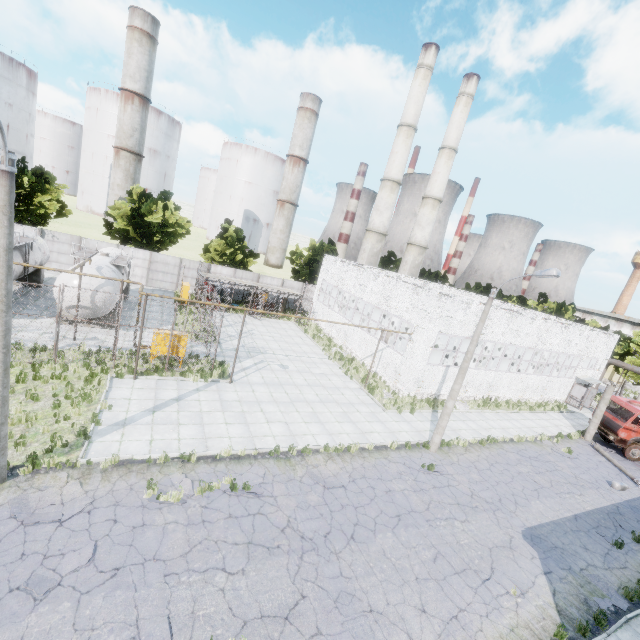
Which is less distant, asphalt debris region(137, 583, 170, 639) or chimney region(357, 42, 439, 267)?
asphalt debris region(137, 583, 170, 639)

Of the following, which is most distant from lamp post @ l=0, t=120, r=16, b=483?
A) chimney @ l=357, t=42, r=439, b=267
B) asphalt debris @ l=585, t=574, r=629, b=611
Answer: chimney @ l=357, t=42, r=439, b=267

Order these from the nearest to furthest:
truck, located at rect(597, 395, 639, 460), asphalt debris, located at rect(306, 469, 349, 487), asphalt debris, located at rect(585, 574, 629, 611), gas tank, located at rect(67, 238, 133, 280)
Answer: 1. asphalt debris, located at rect(585, 574, 629, 611)
2. asphalt debris, located at rect(306, 469, 349, 487)
3. gas tank, located at rect(67, 238, 133, 280)
4. truck, located at rect(597, 395, 639, 460)

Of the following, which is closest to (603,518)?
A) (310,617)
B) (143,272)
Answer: (310,617)

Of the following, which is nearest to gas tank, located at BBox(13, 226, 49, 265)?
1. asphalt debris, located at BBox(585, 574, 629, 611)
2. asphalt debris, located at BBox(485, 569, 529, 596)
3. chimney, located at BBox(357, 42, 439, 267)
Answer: asphalt debris, located at BBox(485, 569, 529, 596)

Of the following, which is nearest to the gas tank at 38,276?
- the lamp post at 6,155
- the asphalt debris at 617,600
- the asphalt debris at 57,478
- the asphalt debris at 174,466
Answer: the lamp post at 6,155

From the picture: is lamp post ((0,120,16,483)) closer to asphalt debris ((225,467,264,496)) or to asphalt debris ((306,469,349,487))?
asphalt debris ((225,467,264,496))

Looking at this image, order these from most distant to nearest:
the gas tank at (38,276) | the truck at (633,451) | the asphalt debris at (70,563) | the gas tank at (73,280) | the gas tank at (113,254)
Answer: the truck at (633,451) → the gas tank at (38,276) → the gas tank at (113,254) → the gas tank at (73,280) → the asphalt debris at (70,563)
